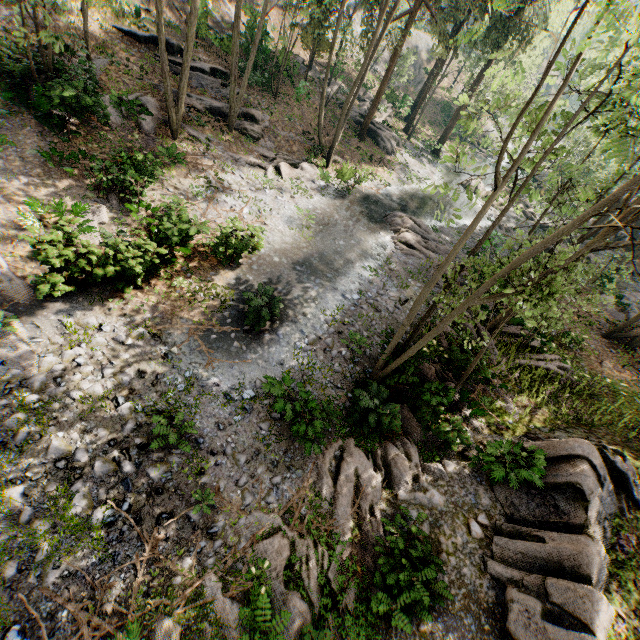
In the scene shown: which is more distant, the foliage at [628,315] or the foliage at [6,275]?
the foliage at [628,315]

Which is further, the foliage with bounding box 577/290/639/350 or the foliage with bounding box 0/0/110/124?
the foliage with bounding box 577/290/639/350

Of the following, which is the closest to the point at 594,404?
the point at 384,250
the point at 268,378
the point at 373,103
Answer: the point at 384,250

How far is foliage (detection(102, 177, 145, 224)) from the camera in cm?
1335

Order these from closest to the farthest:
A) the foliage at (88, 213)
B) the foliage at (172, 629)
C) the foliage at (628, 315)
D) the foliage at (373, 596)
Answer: the foliage at (172, 629) < the foliage at (373, 596) < the foliage at (88, 213) < the foliage at (628, 315)

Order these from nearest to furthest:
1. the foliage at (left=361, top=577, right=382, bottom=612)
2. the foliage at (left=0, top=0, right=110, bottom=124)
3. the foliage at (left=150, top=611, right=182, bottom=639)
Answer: the foliage at (left=150, top=611, right=182, bottom=639)
the foliage at (left=361, top=577, right=382, bottom=612)
the foliage at (left=0, top=0, right=110, bottom=124)
